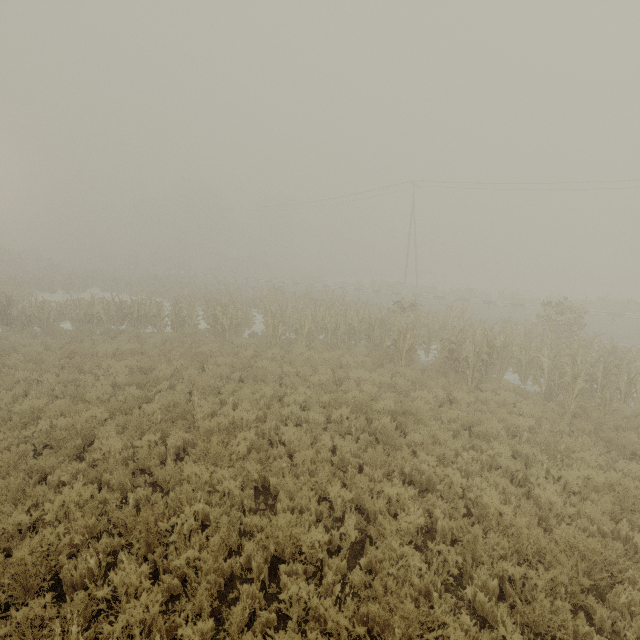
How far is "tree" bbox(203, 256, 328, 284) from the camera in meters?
39.8 m

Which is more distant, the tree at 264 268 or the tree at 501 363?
the tree at 264 268

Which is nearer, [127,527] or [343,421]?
[127,527]

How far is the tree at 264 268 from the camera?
39.8m

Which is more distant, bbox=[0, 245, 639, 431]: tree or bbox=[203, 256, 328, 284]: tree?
bbox=[203, 256, 328, 284]: tree
